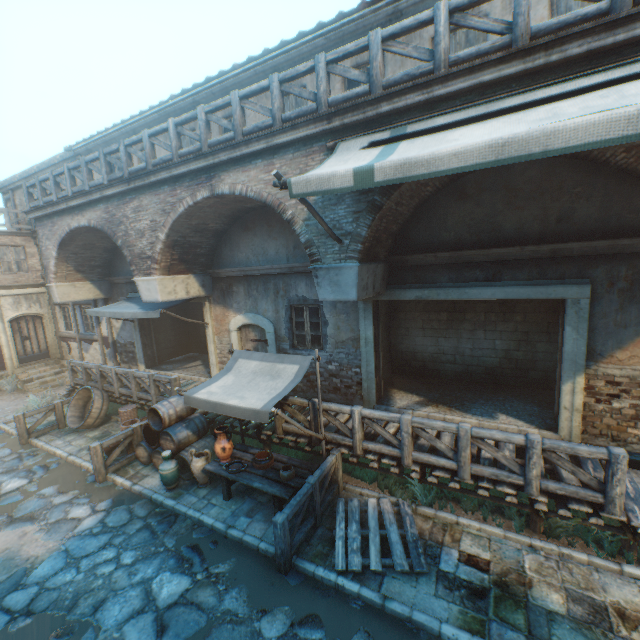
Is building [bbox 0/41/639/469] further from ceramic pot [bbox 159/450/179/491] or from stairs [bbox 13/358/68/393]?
stairs [bbox 13/358/68/393]

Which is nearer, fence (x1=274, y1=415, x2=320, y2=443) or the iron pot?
the iron pot

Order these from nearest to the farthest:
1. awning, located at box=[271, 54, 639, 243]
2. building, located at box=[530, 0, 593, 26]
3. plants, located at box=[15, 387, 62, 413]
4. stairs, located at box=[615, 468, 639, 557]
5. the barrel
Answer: awning, located at box=[271, 54, 639, 243]
stairs, located at box=[615, 468, 639, 557]
building, located at box=[530, 0, 593, 26]
the barrel
plants, located at box=[15, 387, 62, 413]

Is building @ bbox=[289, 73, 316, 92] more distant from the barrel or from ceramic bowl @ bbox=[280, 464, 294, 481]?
ceramic bowl @ bbox=[280, 464, 294, 481]

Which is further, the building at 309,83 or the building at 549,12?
the building at 309,83

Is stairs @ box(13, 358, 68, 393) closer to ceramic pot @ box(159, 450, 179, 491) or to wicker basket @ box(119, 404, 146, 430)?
wicker basket @ box(119, 404, 146, 430)

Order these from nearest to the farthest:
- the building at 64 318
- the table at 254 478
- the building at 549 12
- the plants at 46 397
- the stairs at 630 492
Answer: the stairs at 630 492 < the building at 549 12 < the table at 254 478 < the plants at 46 397 < the building at 64 318

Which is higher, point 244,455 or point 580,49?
point 580,49
